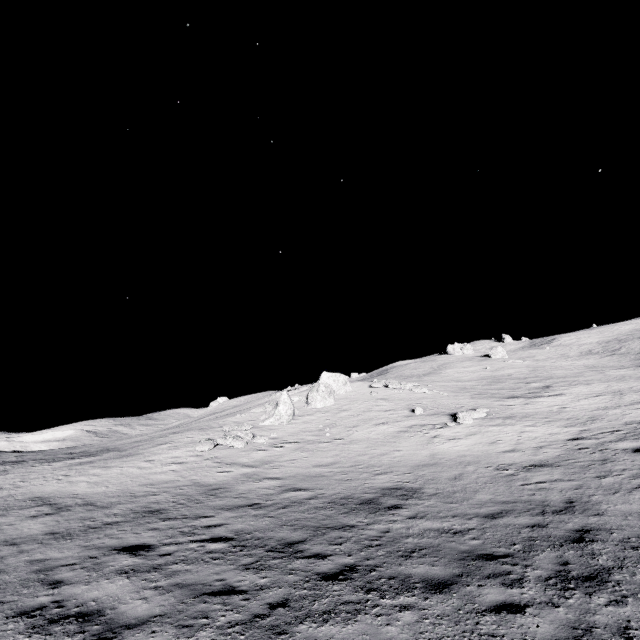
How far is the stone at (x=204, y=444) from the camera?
20.16m

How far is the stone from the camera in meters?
20.2

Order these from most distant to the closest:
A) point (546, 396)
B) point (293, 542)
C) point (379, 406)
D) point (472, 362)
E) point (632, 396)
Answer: point (472, 362) → point (546, 396) → point (379, 406) → point (632, 396) → point (293, 542)
